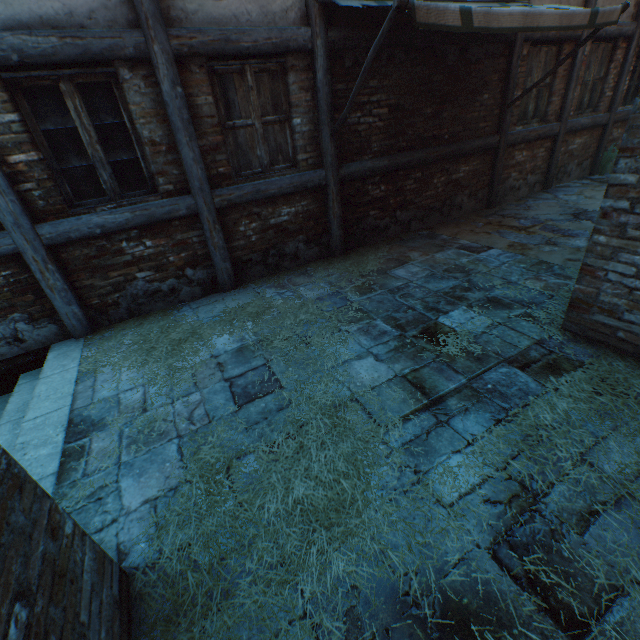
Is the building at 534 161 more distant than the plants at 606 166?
No

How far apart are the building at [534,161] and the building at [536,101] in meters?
0.2

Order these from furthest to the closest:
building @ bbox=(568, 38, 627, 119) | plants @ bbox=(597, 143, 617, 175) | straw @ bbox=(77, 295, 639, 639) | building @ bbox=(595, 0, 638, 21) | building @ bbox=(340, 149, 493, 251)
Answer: plants @ bbox=(597, 143, 617, 175), building @ bbox=(568, 38, 627, 119), building @ bbox=(595, 0, 638, 21), building @ bbox=(340, 149, 493, 251), straw @ bbox=(77, 295, 639, 639)

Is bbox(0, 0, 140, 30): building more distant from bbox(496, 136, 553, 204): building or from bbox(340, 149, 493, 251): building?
bbox(340, 149, 493, 251): building

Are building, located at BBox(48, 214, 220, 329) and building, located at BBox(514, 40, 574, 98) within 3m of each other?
no

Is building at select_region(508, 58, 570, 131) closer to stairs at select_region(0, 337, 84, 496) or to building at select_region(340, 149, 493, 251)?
building at select_region(340, 149, 493, 251)

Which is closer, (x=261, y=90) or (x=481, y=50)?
(x=261, y=90)

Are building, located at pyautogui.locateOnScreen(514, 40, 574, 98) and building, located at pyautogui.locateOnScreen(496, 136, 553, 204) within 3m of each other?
yes
